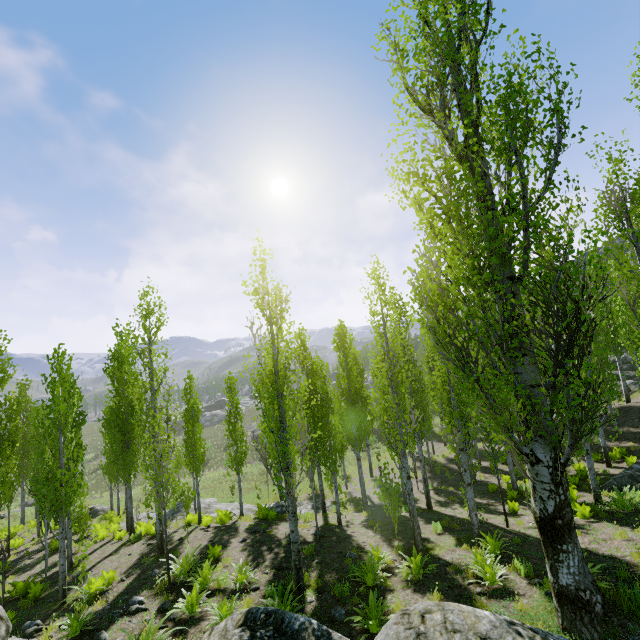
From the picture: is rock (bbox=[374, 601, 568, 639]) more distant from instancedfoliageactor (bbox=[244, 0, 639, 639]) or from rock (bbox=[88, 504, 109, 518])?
rock (bbox=[88, 504, 109, 518])

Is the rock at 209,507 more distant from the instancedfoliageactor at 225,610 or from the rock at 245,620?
the rock at 245,620

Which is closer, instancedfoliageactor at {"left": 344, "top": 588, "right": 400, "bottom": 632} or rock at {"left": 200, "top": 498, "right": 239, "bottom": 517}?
instancedfoliageactor at {"left": 344, "top": 588, "right": 400, "bottom": 632}

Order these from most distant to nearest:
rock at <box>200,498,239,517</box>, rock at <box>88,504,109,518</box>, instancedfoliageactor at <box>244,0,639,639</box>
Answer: rock at <box>88,504,109,518</box> < rock at <box>200,498,239,517</box> < instancedfoliageactor at <box>244,0,639,639</box>

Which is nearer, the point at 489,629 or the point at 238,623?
the point at 489,629

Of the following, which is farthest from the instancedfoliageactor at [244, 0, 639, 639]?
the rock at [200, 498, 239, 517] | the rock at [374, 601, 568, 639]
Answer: the rock at [200, 498, 239, 517]

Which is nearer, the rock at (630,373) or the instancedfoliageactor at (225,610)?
the instancedfoliageactor at (225,610)
